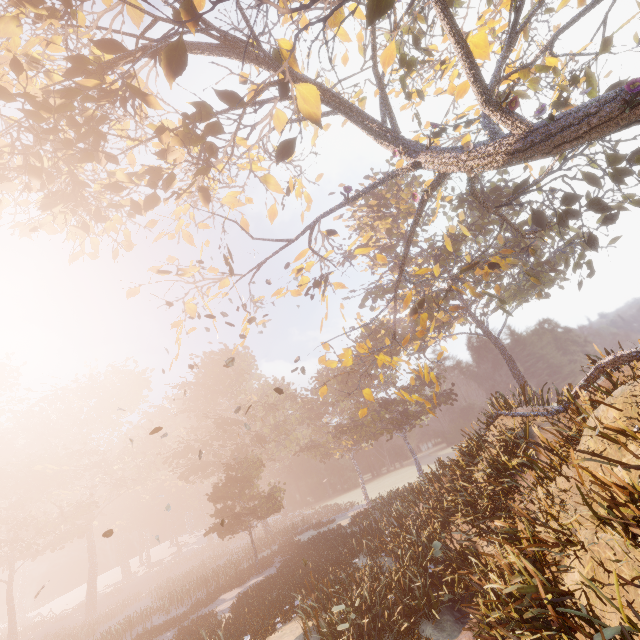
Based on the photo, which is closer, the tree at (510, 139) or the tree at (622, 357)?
the tree at (510, 139)

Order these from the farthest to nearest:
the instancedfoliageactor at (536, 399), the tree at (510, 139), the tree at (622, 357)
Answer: the instancedfoliageactor at (536, 399), the tree at (622, 357), the tree at (510, 139)

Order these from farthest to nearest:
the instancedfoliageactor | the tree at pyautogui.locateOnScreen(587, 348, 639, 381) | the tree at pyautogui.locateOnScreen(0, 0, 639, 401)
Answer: the instancedfoliageactor
the tree at pyautogui.locateOnScreen(587, 348, 639, 381)
the tree at pyautogui.locateOnScreen(0, 0, 639, 401)

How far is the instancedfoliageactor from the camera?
14.80m

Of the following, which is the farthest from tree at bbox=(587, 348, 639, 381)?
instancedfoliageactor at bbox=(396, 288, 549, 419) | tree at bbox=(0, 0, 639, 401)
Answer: tree at bbox=(0, 0, 639, 401)

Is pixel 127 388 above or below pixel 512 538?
above

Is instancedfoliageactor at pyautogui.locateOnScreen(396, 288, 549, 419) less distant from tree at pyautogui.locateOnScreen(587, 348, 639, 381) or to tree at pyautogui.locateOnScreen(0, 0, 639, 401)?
tree at pyautogui.locateOnScreen(587, 348, 639, 381)

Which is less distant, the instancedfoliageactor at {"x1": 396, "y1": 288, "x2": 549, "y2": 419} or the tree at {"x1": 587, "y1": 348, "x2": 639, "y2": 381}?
the tree at {"x1": 587, "y1": 348, "x2": 639, "y2": 381}
